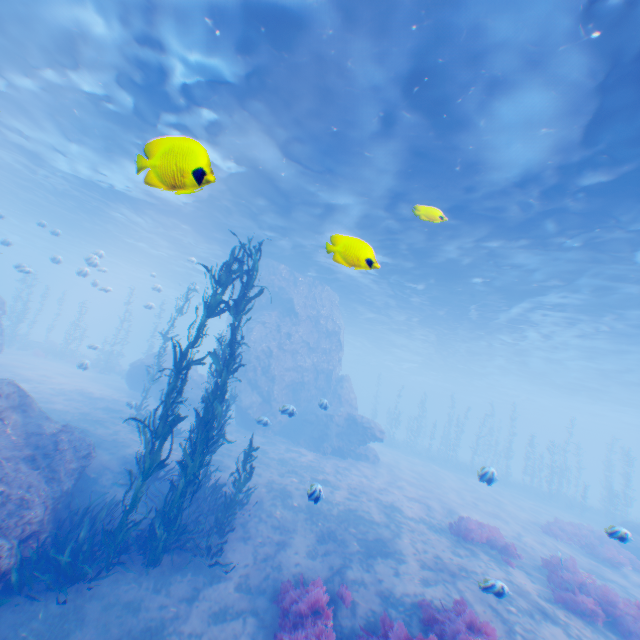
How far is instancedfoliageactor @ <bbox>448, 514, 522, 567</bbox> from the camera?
12.3m

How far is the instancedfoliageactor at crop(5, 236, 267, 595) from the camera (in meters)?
7.28

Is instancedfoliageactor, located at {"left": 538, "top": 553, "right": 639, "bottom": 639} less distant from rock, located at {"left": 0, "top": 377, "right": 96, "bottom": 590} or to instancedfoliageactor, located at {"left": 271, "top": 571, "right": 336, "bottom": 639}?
rock, located at {"left": 0, "top": 377, "right": 96, "bottom": 590}

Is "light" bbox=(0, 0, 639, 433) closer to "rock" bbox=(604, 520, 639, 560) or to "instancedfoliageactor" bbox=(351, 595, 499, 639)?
Answer: "rock" bbox=(604, 520, 639, 560)

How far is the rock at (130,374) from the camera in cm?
2370

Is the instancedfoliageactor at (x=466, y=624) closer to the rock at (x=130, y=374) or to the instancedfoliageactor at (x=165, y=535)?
the rock at (x=130, y=374)

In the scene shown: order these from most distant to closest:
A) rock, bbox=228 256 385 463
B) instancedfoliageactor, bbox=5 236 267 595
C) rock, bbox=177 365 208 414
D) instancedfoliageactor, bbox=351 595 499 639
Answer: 1. rock, bbox=228 256 385 463
2. rock, bbox=177 365 208 414
3. instancedfoliageactor, bbox=5 236 267 595
4. instancedfoliageactor, bbox=351 595 499 639

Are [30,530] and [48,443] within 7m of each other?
yes
